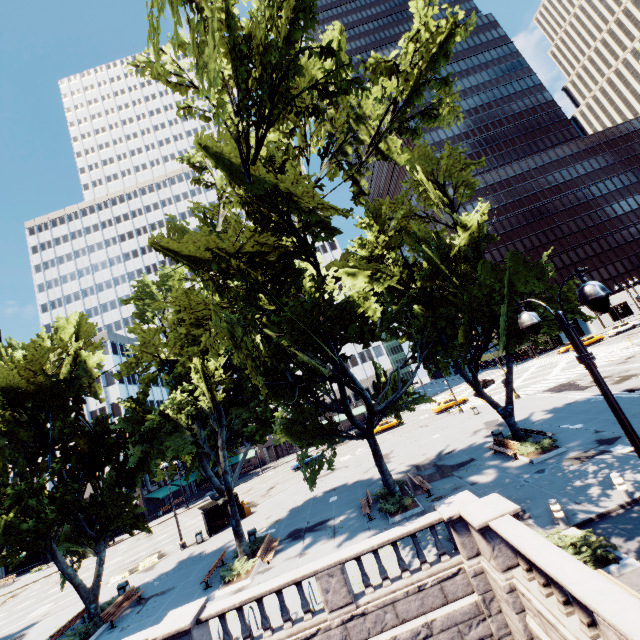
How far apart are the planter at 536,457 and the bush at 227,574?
17.0 meters

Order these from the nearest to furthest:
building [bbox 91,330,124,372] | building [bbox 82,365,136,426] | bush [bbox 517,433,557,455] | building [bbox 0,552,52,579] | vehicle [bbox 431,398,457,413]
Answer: bush [bbox 517,433,557,455]
vehicle [bbox 431,398,457,413]
building [bbox 0,552,52,579]
building [bbox 82,365,136,426]
building [bbox 91,330,124,372]

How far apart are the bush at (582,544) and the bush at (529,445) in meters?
7.7 m

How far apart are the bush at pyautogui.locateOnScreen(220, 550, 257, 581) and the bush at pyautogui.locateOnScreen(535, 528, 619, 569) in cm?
1472

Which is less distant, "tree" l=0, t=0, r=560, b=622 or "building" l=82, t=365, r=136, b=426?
"tree" l=0, t=0, r=560, b=622

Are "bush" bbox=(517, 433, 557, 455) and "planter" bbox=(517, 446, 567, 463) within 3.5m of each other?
yes

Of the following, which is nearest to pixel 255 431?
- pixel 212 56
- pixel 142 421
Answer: pixel 142 421

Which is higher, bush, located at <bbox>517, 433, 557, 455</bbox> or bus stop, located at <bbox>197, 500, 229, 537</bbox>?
bus stop, located at <bbox>197, 500, 229, 537</bbox>
